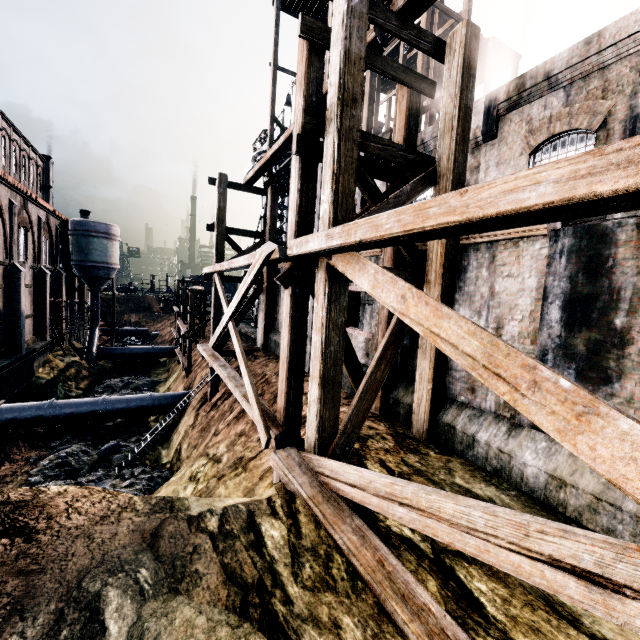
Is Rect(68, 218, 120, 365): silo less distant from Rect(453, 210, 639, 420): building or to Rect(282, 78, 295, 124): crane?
Rect(453, 210, 639, 420): building

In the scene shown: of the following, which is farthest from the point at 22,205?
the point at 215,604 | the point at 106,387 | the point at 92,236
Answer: the point at 215,604

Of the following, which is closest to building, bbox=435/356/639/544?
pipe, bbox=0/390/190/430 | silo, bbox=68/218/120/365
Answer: silo, bbox=68/218/120/365

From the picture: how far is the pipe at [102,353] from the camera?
39.2m

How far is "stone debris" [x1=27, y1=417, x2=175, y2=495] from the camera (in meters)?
16.02

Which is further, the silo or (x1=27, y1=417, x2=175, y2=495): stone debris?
the silo

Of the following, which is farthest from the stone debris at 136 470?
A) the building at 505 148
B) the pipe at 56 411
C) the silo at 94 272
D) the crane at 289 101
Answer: the crane at 289 101

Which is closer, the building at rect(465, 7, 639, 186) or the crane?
the building at rect(465, 7, 639, 186)
